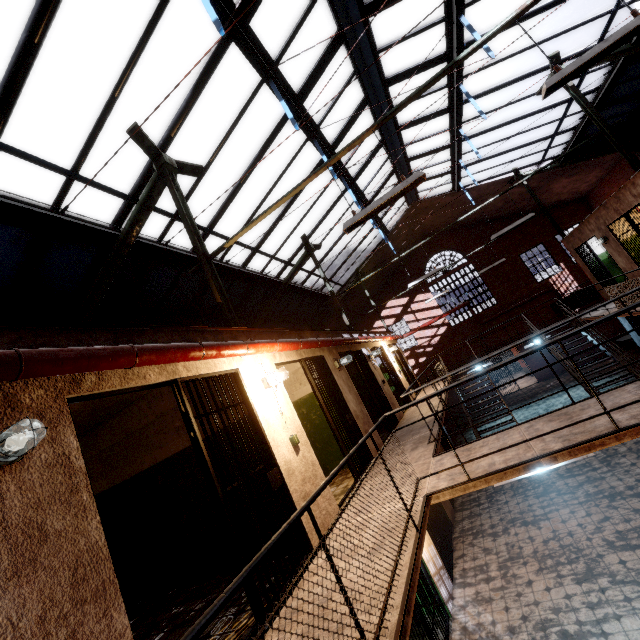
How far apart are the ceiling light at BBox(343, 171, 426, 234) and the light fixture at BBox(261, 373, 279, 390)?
2.22m

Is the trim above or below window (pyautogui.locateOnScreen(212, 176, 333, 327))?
below

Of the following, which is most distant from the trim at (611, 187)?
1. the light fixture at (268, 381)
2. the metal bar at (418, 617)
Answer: the light fixture at (268, 381)

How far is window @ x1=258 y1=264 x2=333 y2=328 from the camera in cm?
1285

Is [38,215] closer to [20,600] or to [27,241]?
[27,241]

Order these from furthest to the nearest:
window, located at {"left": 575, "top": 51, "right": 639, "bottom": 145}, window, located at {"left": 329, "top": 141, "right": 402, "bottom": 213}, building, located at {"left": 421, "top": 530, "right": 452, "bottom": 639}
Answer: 1. window, located at {"left": 329, "top": 141, "right": 402, "bottom": 213}
2. window, located at {"left": 575, "top": 51, "right": 639, "bottom": 145}
3. building, located at {"left": 421, "top": 530, "right": 452, "bottom": 639}

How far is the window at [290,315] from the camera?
12.9m
